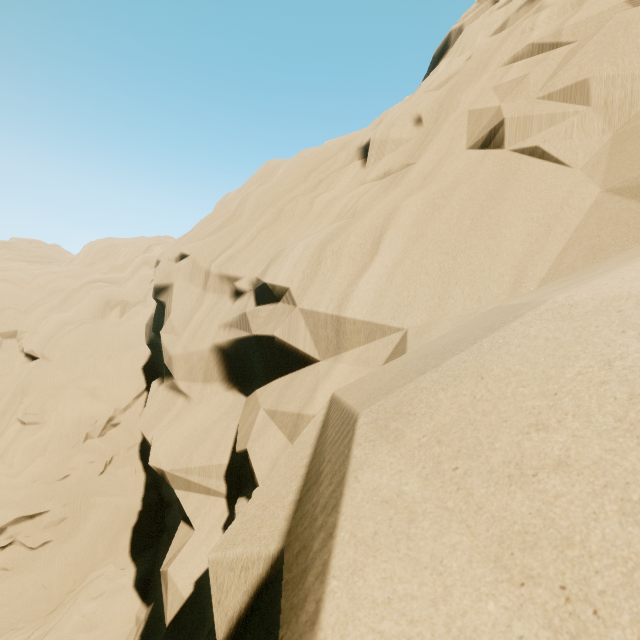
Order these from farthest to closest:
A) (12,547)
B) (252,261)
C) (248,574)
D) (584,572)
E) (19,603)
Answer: (12,547) → (19,603) → (252,261) → (248,574) → (584,572)
